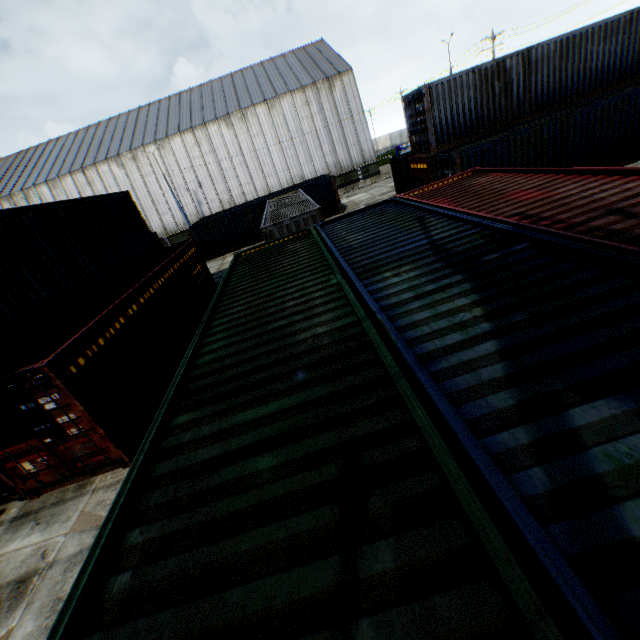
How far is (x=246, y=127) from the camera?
35.5 meters

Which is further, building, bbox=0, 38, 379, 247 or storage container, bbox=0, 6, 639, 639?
building, bbox=0, 38, 379, 247

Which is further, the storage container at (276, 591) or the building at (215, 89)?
the building at (215, 89)
